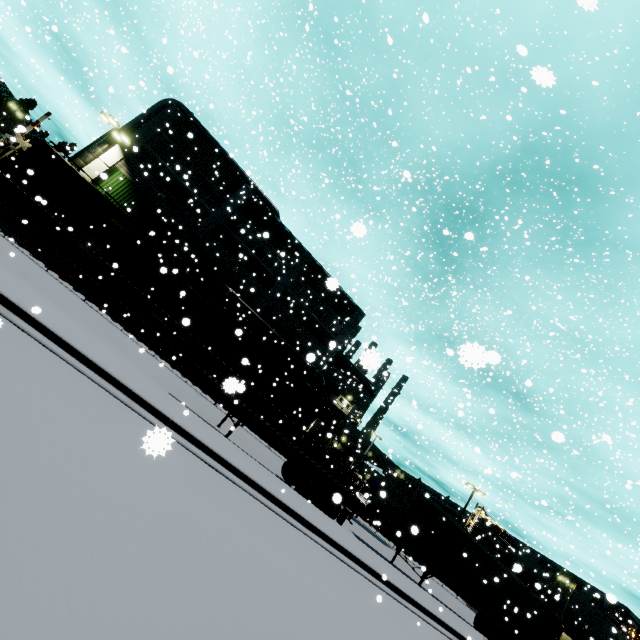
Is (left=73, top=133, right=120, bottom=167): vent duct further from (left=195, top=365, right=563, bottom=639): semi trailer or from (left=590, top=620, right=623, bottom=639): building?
(left=195, top=365, right=563, bottom=639): semi trailer

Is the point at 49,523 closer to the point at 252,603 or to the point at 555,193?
the point at 252,603

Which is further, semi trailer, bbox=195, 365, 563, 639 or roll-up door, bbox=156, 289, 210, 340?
roll-up door, bbox=156, 289, 210, 340

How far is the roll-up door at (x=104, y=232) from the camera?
24.0m

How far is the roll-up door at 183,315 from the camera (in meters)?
25.88

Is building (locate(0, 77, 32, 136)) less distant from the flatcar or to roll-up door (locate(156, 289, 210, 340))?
roll-up door (locate(156, 289, 210, 340))

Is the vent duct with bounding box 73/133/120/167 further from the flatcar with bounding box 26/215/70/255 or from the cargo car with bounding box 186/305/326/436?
the flatcar with bounding box 26/215/70/255

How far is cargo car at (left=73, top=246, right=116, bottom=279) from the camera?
19.2 meters
